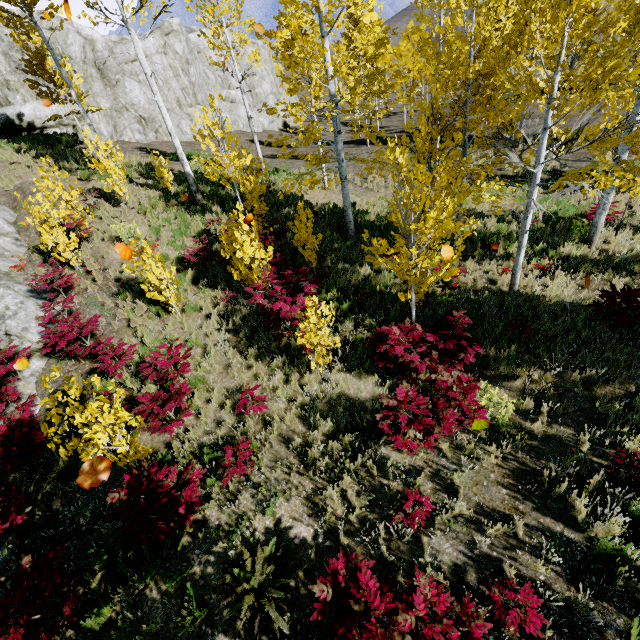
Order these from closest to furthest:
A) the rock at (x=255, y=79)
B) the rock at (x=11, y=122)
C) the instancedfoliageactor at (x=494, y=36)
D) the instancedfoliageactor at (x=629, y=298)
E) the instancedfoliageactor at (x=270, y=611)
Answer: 1. the instancedfoliageactor at (x=270, y=611)
2. the instancedfoliageactor at (x=494, y=36)
3. the instancedfoliageactor at (x=629, y=298)
4. the rock at (x=11, y=122)
5. the rock at (x=255, y=79)

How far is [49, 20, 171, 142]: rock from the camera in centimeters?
1892cm

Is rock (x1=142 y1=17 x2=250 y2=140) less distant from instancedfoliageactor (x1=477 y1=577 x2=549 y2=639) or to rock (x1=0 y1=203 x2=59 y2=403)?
rock (x1=0 y1=203 x2=59 y2=403)

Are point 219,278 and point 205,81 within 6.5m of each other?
no

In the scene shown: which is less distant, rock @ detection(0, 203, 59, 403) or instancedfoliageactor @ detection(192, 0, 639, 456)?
instancedfoliageactor @ detection(192, 0, 639, 456)

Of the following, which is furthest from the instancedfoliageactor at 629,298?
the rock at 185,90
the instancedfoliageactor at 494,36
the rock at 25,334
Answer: the rock at 185,90

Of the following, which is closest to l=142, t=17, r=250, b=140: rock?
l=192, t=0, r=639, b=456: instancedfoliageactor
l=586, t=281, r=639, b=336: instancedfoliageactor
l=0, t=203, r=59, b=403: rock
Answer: l=0, t=203, r=59, b=403: rock
